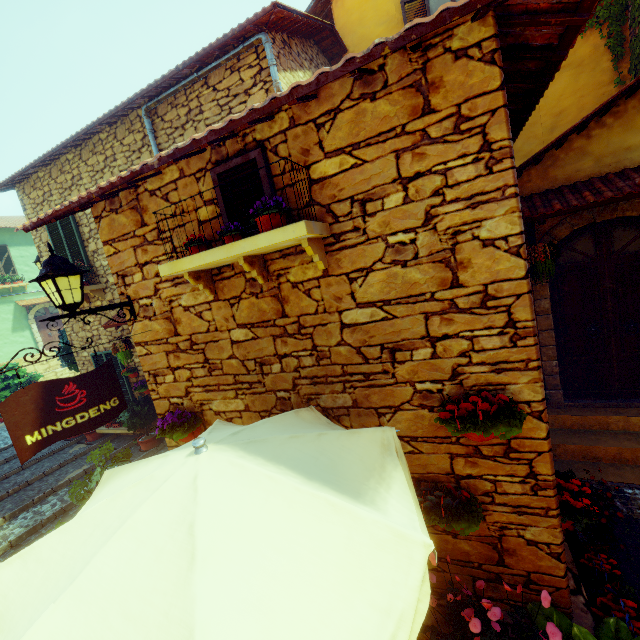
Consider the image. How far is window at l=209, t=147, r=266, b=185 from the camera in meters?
2.8

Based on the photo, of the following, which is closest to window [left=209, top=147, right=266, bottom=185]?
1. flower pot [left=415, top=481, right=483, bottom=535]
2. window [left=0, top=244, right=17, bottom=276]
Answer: flower pot [left=415, top=481, right=483, bottom=535]

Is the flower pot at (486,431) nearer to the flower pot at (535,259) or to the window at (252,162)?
the window at (252,162)

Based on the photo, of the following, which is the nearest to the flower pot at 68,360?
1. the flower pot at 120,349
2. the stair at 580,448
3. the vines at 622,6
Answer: the flower pot at 120,349

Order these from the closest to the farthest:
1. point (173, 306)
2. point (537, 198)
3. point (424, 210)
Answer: point (424, 210) < point (173, 306) < point (537, 198)

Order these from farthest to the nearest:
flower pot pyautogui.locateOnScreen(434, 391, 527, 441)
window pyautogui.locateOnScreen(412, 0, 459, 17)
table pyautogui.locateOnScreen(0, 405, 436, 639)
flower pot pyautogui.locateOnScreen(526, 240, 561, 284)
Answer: window pyautogui.locateOnScreen(412, 0, 459, 17), flower pot pyautogui.locateOnScreen(526, 240, 561, 284), flower pot pyautogui.locateOnScreen(434, 391, 527, 441), table pyautogui.locateOnScreen(0, 405, 436, 639)

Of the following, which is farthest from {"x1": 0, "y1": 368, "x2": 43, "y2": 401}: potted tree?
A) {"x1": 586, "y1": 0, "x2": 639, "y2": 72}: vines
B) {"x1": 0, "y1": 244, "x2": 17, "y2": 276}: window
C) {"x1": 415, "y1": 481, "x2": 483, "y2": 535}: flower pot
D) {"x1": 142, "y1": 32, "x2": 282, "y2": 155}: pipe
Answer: {"x1": 586, "y1": 0, "x2": 639, "y2": 72}: vines

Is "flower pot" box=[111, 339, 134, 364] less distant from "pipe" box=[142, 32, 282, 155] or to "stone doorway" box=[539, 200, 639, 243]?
"pipe" box=[142, 32, 282, 155]
